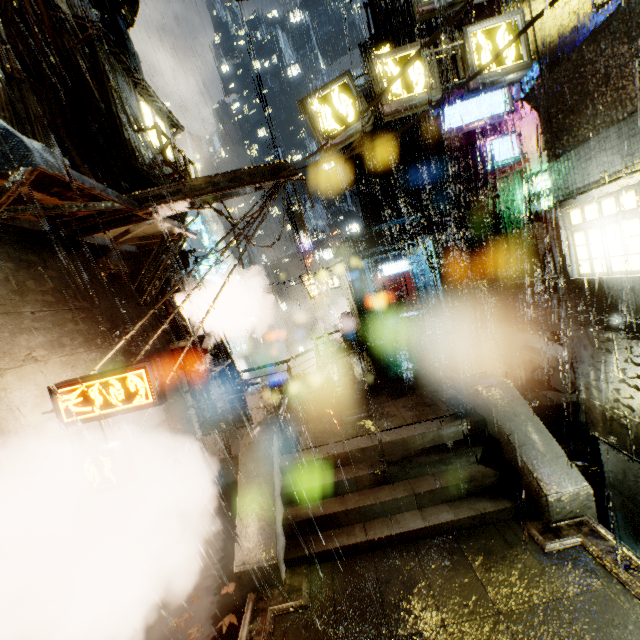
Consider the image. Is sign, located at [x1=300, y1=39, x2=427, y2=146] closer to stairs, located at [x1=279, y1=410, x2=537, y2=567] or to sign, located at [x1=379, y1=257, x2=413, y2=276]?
stairs, located at [x1=279, y1=410, x2=537, y2=567]

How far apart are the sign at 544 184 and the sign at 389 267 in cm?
1019

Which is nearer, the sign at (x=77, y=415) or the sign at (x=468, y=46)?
the sign at (x=77, y=415)

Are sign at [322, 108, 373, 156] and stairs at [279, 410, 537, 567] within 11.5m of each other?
yes

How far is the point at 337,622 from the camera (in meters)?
5.53

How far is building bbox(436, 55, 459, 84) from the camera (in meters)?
24.17

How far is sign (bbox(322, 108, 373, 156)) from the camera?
8.0m

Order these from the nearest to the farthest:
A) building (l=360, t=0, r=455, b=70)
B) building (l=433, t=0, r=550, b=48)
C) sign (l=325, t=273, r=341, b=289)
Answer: building (l=433, t=0, r=550, b=48)
building (l=360, t=0, r=455, b=70)
sign (l=325, t=273, r=341, b=289)
